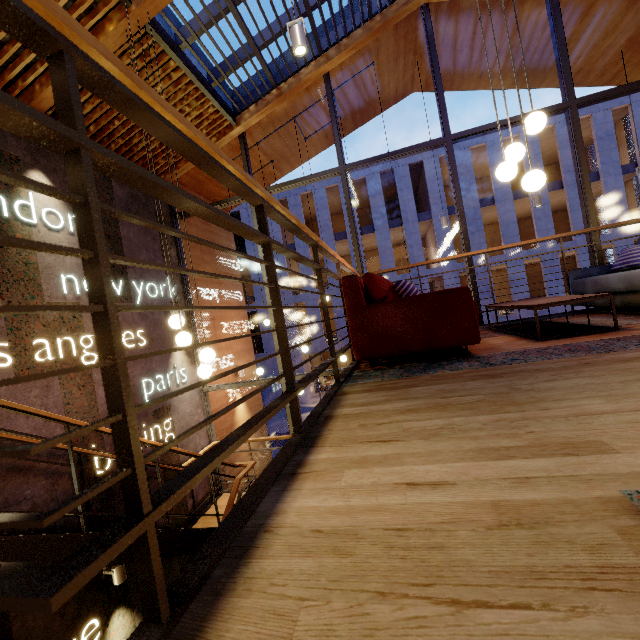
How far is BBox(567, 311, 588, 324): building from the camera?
3.50m

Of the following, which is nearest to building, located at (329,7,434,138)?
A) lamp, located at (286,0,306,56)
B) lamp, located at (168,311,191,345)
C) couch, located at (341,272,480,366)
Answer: lamp, located at (168,311,191,345)

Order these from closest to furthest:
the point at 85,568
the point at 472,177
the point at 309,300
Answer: the point at 85,568
the point at 472,177
the point at 309,300

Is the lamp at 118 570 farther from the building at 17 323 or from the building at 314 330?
the building at 314 330

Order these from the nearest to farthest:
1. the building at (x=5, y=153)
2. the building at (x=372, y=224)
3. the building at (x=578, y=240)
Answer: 1. the building at (x=5, y=153)
2. the building at (x=578, y=240)
3. the building at (x=372, y=224)

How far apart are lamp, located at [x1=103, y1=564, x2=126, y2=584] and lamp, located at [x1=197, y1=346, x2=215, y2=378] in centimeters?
297cm

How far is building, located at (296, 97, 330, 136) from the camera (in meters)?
7.56

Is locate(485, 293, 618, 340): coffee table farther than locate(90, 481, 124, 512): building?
No
